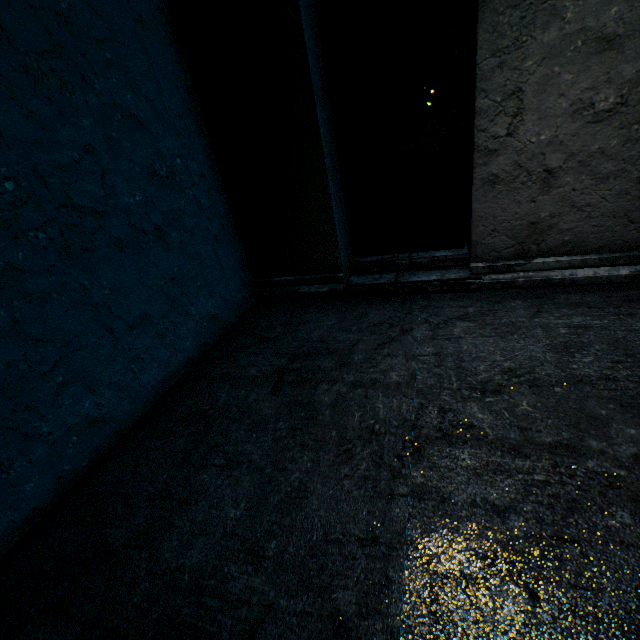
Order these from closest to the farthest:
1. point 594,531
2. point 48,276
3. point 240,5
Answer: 1. point 594,531
2. point 48,276
3. point 240,5
